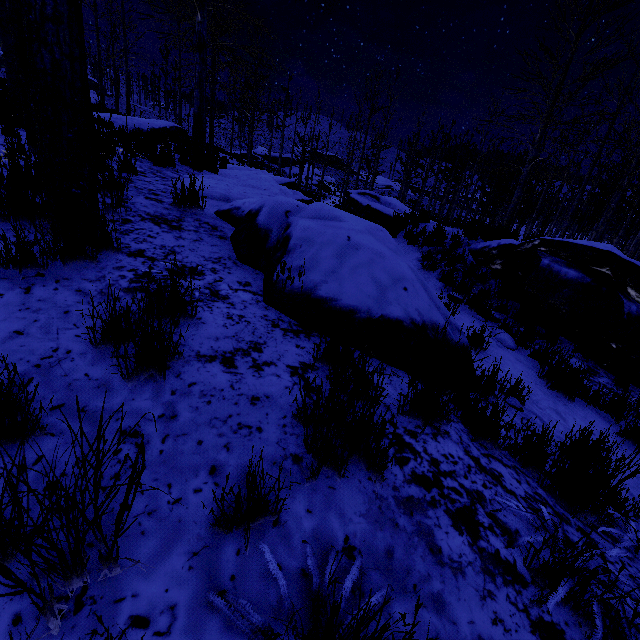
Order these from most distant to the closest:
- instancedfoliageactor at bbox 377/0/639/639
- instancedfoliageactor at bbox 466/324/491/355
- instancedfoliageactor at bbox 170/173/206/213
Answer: instancedfoliageactor at bbox 170/173/206/213
instancedfoliageactor at bbox 466/324/491/355
instancedfoliageactor at bbox 377/0/639/639

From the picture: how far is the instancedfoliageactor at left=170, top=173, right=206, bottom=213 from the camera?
3.7m

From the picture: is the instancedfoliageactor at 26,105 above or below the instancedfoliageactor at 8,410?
above

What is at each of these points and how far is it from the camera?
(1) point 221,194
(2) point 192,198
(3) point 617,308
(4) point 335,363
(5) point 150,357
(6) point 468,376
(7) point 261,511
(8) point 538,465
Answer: (1) rock, 5.4 meters
(2) instancedfoliageactor, 3.8 meters
(3) rock, 5.3 meters
(4) instancedfoliageactor, 2.0 meters
(5) instancedfoliageactor, 1.7 meters
(6) rock, 3.4 meters
(7) instancedfoliageactor, 1.2 meters
(8) instancedfoliageactor, 2.4 meters

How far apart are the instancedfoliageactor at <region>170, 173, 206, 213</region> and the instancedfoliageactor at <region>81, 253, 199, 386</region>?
2.4 meters

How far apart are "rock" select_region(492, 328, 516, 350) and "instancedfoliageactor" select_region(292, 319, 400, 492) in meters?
4.2 m

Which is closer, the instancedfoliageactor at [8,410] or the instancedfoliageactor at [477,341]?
the instancedfoliageactor at [8,410]

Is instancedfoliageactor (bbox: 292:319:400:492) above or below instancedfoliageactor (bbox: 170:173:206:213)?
below
